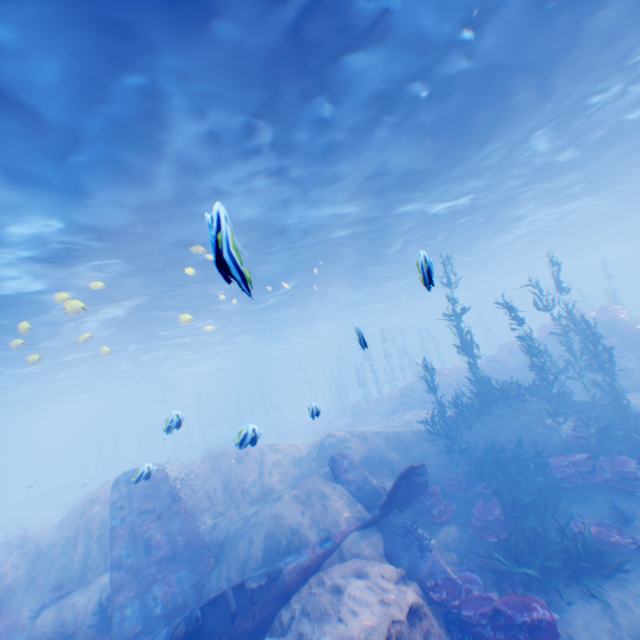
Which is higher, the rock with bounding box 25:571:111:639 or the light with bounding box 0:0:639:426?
the light with bounding box 0:0:639:426

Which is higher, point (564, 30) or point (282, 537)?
point (564, 30)

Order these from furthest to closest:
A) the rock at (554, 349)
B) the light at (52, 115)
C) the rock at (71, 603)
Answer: the rock at (554, 349) → the rock at (71, 603) → the light at (52, 115)

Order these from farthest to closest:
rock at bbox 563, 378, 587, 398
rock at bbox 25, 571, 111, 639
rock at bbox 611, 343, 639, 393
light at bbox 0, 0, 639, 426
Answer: rock at bbox 563, 378, 587, 398 < rock at bbox 611, 343, 639, 393 < rock at bbox 25, 571, 111, 639 < light at bbox 0, 0, 639, 426

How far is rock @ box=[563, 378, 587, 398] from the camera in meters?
18.1 m

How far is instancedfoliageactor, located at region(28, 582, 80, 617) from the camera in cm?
983

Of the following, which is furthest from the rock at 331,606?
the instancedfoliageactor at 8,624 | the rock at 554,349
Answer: the rock at 554,349
